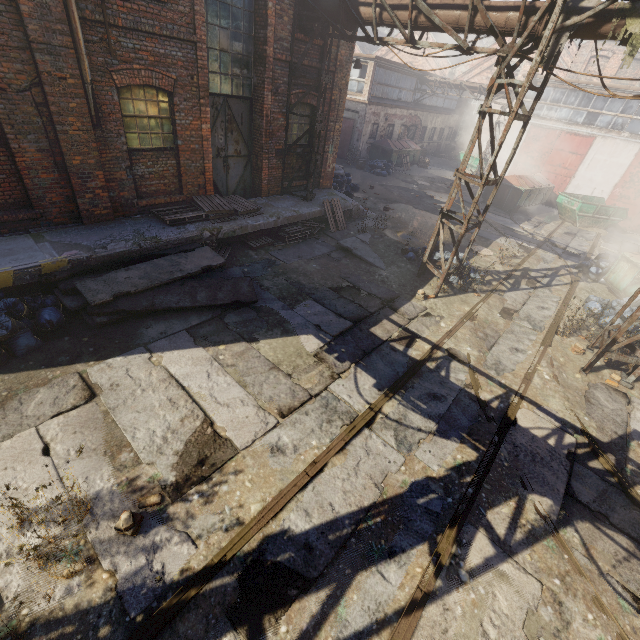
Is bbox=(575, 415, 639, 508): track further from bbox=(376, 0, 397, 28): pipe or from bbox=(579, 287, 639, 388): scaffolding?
bbox=(376, 0, 397, 28): pipe

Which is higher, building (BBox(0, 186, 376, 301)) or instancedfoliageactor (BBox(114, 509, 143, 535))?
building (BBox(0, 186, 376, 301))

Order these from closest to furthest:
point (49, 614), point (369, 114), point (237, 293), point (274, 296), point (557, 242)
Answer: point (49, 614)
point (237, 293)
point (274, 296)
point (557, 242)
point (369, 114)

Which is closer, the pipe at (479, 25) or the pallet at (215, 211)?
the pipe at (479, 25)

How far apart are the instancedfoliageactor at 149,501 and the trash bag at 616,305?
11.72m

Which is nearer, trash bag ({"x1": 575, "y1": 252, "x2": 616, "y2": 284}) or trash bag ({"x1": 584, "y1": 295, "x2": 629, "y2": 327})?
trash bag ({"x1": 584, "y1": 295, "x2": 629, "y2": 327})

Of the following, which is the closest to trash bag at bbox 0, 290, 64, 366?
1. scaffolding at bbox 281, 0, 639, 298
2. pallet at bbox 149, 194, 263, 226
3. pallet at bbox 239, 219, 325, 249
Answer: pallet at bbox 149, 194, 263, 226

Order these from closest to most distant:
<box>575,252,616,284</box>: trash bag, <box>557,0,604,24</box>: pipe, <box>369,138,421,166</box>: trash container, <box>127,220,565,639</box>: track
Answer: <box>127,220,565,639</box>: track < <box>557,0,604,24</box>: pipe < <box>575,252,616,284</box>: trash bag < <box>369,138,421,166</box>: trash container
